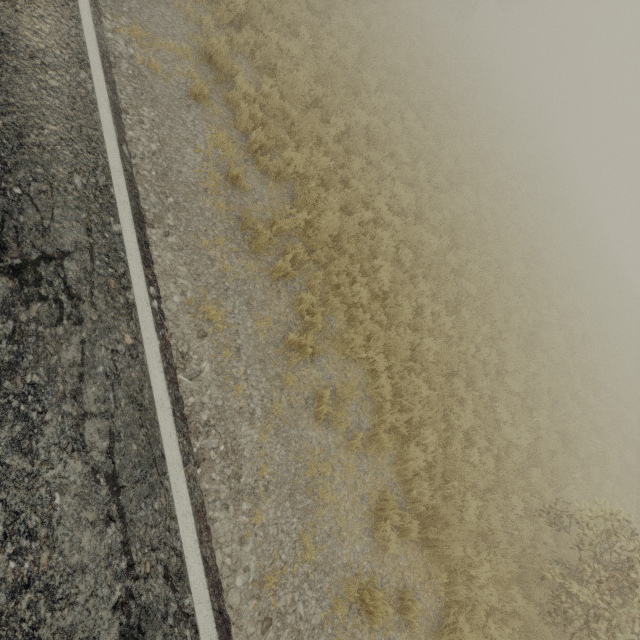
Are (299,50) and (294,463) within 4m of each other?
no
